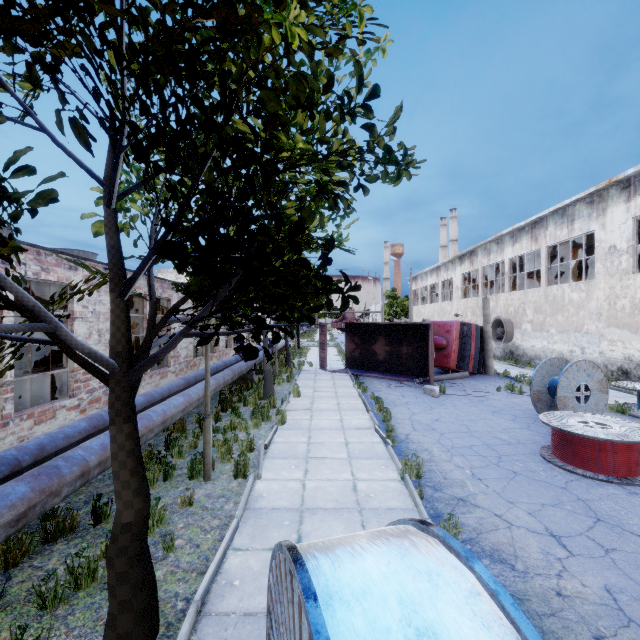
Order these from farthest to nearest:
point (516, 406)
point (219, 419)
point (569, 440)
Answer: point (516, 406) → point (219, 419) → point (569, 440)

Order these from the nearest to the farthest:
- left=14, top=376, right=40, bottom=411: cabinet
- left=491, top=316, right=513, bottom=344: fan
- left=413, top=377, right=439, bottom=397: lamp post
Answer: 1. left=14, top=376, right=40, bottom=411: cabinet
2. left=413, top=377, right=439, bottom=397: lamp post
3. left=491, top=316, right=513, bottom=344: fan

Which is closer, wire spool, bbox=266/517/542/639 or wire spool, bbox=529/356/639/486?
wire spool, bbox=266/517/542/639

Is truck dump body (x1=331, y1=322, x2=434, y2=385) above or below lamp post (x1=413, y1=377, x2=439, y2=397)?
above

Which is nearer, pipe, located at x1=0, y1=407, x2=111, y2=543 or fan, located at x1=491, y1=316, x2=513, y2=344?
pipe, located at x1=0, y1=407, x2=111, y2=543

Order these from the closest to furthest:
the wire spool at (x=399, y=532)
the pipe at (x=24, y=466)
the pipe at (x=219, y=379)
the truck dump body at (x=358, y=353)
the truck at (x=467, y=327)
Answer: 1. the wire spool at (x=399, y=532)
2. the pipe at (x=24, y=466)
3. the pipe at (x=219, y=379)
4. the truck dump body at (x=358, y=353)
5. the truck at (x=467, y=327)

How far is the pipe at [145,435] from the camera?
6.58m

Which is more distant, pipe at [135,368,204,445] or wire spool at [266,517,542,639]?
pipe at [135,368,204,445]
